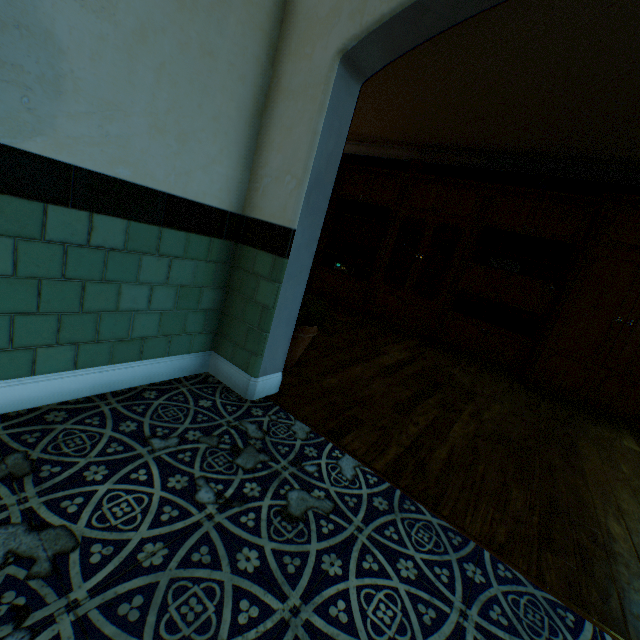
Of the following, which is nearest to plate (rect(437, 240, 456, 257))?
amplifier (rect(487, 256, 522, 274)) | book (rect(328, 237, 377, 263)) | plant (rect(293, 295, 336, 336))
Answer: amplifier (rect(487, 256, 522, 274))

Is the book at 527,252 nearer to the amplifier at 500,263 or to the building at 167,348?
the amplifier at 500,263

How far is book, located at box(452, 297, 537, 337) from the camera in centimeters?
477cm

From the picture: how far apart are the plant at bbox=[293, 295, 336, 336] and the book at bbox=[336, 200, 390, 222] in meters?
3.5

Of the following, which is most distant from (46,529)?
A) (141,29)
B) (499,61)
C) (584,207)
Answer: (584,207)

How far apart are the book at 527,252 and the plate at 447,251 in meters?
0.4

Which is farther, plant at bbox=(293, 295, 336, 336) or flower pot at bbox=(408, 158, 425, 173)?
flower pot at bbox=(408, 158, 425, 173)

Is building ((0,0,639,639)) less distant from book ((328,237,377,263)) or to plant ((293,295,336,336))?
plant ((293,295,336,336))
